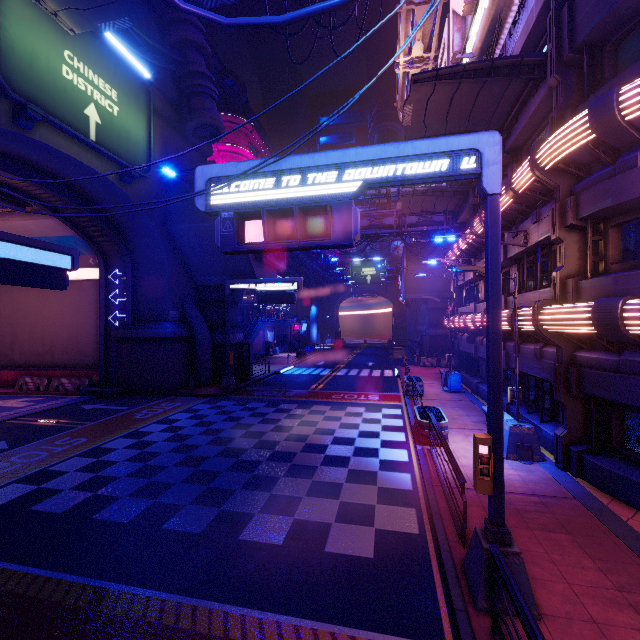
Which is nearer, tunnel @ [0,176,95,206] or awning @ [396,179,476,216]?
tunnel @ [0,176,95,206]

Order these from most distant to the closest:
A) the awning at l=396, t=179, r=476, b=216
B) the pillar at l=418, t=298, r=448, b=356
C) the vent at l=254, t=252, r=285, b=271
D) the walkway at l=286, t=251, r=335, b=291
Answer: the pillar at l=418, t=298, r=448, b=356 → the walkway at l=286, t=251, r=335, b=291 → the vent at l=254, t=252, r=285, b=271 → the awning at l=396, t=179, r=476, b=216

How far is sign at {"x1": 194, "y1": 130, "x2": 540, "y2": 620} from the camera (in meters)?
4.97

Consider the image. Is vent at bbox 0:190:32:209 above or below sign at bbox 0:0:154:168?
below

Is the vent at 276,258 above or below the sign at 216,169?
above

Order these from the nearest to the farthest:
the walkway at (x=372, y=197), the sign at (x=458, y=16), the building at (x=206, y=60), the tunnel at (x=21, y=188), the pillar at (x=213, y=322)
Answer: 1. the sign at (x=458, y=16)
2. the tunnel at (x=21, y=188)
3. the building at (x=206, y=60)
4. the pillar at (x=213, y=322)
5. the walkway at (x=372, y=197)

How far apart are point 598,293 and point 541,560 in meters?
6.3

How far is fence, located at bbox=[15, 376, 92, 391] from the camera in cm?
2089
